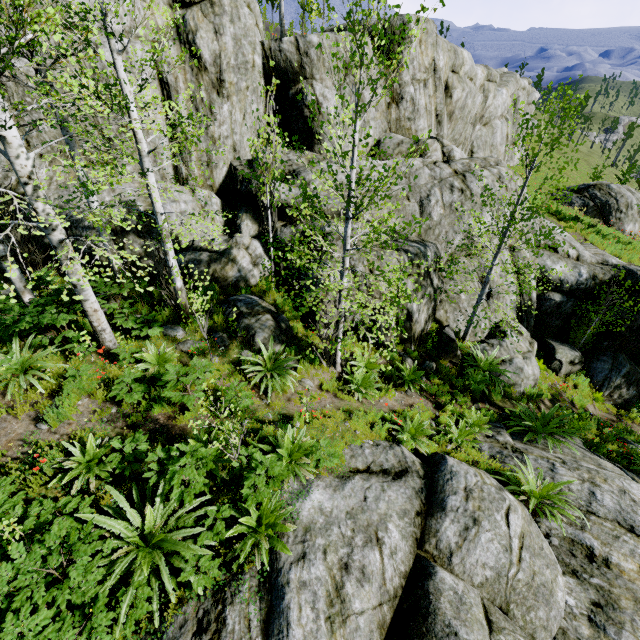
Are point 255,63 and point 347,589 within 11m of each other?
no

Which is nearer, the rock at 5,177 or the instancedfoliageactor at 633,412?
the rock at 5,177

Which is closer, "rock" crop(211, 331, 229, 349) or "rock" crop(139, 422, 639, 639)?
"rock" crop(139, 422, 639, 639)

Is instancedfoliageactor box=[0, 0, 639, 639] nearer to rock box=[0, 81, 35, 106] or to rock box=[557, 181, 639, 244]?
rock box=[0, 81, 35, 106]

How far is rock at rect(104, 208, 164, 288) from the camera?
8.9m

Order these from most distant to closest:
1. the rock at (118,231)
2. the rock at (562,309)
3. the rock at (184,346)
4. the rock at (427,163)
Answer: the rock at (562,309) < the rock at (427,163) < the rock at (118,231) < the rock at (184,346)
